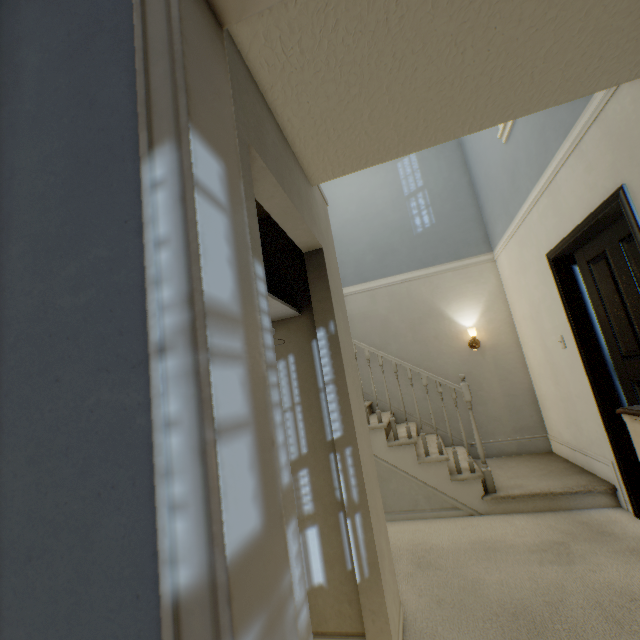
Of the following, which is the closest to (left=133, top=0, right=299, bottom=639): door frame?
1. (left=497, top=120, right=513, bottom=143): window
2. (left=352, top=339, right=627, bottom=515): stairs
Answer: (left=352, top=339, right=627, bottom=515): stairs

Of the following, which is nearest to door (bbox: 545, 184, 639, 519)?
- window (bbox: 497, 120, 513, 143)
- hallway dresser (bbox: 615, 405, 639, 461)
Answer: hallway dresser (bbox: 615, 405, 639, 461)

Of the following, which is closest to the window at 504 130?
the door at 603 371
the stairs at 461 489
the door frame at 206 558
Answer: the stairs at 461 489

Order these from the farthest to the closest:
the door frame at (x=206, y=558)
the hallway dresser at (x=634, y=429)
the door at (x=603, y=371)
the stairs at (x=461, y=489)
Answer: the stairs at (x=461, y=489) → the door at (x=603, y=371) → the hallway dresser at (x=634, y=429) → the door frame at (x=206, y=558)

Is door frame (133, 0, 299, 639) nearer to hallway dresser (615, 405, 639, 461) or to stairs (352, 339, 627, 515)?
hallway dresser (615, 405, 639, 461)

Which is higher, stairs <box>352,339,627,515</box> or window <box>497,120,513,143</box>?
window <box>497,120,513,143</box>

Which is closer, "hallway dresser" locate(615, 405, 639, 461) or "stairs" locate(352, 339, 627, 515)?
"hallway dresser" locate(615, 405, 639, 461)

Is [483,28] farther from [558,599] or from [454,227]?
[454,227]
